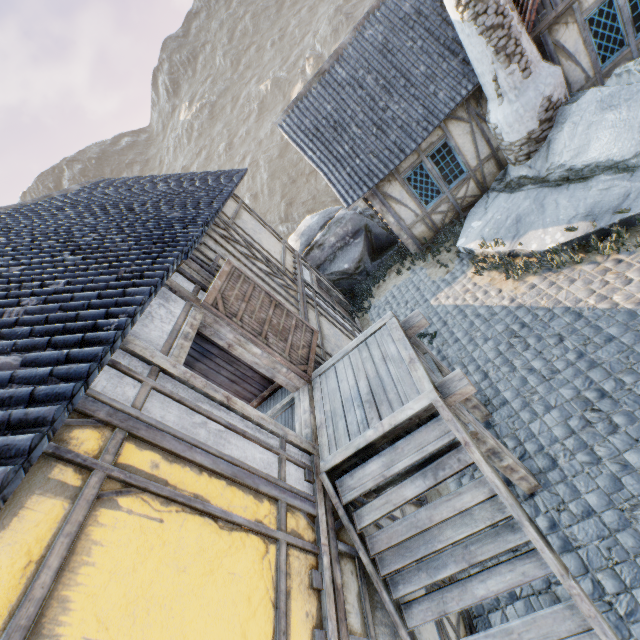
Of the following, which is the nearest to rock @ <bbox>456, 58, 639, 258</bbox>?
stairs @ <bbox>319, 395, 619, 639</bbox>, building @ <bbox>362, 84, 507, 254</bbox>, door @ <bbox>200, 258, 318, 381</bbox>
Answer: building @ <bbox>362, 84, 507, 254</bbox>

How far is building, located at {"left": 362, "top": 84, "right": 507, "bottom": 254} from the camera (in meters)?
9.14

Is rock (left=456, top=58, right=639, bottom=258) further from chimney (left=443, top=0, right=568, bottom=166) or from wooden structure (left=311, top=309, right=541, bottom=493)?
wooden structure (left=311, top=309, right=541, bottom=493)

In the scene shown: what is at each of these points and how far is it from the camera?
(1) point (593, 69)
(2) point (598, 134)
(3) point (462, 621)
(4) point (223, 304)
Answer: (1) building, 8.2 meters
(2) rock, 7.0 meters
(3) building, 4.4 meters
(4) door, 4.8 meters

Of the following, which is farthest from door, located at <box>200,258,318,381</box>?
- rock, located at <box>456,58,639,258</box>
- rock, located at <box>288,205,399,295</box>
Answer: rock, located at <box>288,205,399,295</box>

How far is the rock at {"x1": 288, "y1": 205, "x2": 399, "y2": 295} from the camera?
12.30m

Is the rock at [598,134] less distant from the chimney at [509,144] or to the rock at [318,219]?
the chimney at [509,144]

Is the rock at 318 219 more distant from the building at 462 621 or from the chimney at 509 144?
the chimney at 509 144
